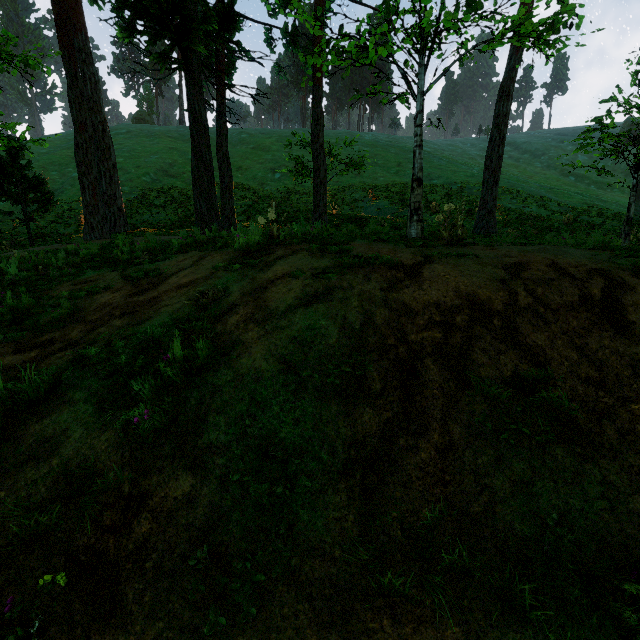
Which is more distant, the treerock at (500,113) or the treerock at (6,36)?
the treerock at (6,36)

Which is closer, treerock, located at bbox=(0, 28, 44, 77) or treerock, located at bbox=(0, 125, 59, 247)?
treerock, located at bbox=(0, 28, 44, 77)

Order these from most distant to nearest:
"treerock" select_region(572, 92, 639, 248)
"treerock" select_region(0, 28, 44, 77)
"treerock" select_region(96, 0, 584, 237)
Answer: "treerock" select_region(0, 28, 44, 77) → "treerock" select_region(572, 92, 639, 248) → "treerock" select_region(96, 0, 584, 237)

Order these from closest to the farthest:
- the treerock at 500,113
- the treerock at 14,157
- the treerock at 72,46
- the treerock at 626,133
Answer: the treerock at 500,113 → the treerock at 626,133 → the treerock at 72,46 → the treerock at 14,157

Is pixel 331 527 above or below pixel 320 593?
above
